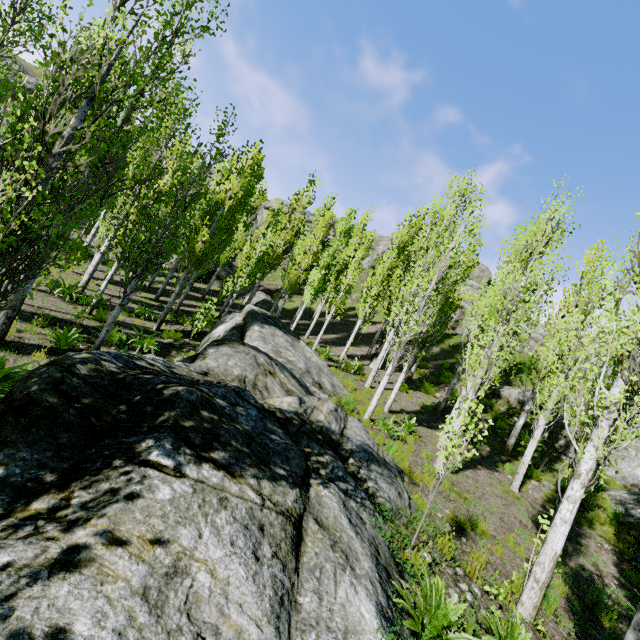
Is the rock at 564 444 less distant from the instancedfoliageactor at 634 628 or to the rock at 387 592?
the instancedfoliageactor at 634 628

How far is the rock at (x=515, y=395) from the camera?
18.4m

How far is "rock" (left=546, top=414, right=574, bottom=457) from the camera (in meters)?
14.57

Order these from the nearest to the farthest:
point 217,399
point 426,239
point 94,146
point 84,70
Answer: point 217,399 → point 84,70 → point 94,146 → point 426,239

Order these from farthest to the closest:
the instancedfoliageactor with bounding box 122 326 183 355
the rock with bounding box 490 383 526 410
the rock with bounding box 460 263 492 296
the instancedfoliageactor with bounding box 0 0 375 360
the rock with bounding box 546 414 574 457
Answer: the rock with bounding box 460 263 492 296, the rock with bounding box 490 383 526 410, the rock with bounding box 546 414 574 457, the instancedfoliageactor with bounding box 122 326 183 355, the instancedfoliageactor with bounding box 0 0 375 360

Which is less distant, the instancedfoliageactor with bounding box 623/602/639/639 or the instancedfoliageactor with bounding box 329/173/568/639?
the instancedfoliageactor with bounding box 623/602/639/639

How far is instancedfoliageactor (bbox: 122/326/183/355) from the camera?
10.5 meters
